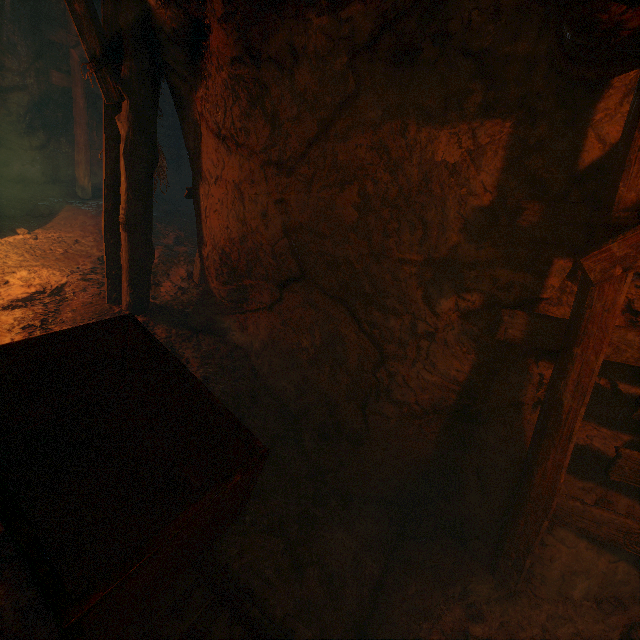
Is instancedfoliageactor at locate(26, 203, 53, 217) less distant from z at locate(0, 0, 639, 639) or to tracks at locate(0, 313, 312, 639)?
z at locate(0, 0, 639, 639)

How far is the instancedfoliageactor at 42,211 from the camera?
6.1 meters

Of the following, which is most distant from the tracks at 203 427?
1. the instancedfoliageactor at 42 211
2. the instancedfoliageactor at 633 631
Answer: the instancedfoliageactor at 42 211

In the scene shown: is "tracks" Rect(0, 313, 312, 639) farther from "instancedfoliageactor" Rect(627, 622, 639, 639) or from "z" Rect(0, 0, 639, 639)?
"instancedfoliageactor" Rect(627, 622, 639, 639)

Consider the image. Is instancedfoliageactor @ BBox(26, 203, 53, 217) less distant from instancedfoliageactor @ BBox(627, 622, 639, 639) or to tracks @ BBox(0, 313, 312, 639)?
tracks @ BBox(0, 313, 312, 639)

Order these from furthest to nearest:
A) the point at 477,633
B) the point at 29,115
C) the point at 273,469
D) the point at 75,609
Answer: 1. the point at 29,115
2. the point at 273,469
3. the point at 477,633
4. the point at 75,609

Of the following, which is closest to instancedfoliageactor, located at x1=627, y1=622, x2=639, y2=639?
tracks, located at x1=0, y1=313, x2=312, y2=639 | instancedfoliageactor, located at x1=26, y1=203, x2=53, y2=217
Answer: tracks, located at x1=0, y1=313, x2=312, y2=639
